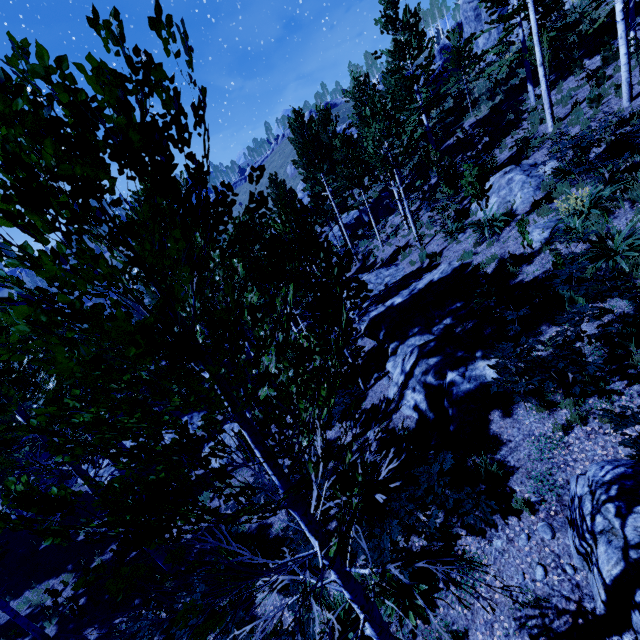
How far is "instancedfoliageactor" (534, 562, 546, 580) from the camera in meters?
4.4 m

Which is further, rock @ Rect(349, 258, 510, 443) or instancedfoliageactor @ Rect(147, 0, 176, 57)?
rock @ Rect(349, 258, 510, 443)

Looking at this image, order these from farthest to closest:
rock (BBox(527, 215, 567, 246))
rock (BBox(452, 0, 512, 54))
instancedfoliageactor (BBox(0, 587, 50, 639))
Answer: rock (BBox(452, 0, 512, 54)) → instancedfoliageactor (BBox(0, 587, 50, 639)) → rock (BBox(527, 215, 567, 246))

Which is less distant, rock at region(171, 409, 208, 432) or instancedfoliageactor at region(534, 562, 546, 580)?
instancedfoliageactor at region(534, 562, 546, 580)

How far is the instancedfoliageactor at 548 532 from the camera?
4.6m

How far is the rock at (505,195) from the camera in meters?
11.4

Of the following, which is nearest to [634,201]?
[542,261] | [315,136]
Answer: [542,261]

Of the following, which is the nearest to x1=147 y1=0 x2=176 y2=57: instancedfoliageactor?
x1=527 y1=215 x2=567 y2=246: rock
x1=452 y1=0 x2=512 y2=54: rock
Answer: x1=527 y1=215 x2=567 y2=246: rock
